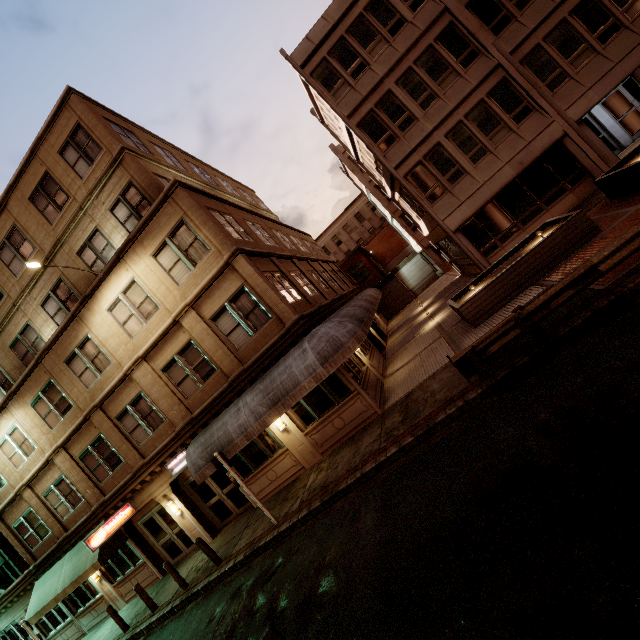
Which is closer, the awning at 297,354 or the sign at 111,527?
the awning at 297,354

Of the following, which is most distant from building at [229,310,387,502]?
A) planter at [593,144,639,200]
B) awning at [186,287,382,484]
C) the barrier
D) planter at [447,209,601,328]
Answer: planter at [593,144,639,200]

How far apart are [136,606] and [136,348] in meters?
12.1

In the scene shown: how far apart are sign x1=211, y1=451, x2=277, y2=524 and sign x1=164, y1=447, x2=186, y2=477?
3.9m

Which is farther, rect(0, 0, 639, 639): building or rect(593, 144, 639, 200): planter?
rect(0, 0, 639, 639): building

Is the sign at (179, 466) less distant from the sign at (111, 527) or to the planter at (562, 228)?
the sign at (111, 527)

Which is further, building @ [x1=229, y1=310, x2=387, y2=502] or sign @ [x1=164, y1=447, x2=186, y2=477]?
sign @ [x1=164, y1=447, x2=186, y2=477]

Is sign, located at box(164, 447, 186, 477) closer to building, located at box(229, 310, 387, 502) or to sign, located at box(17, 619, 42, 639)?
building, located at box(229, 310, 387, 502)
